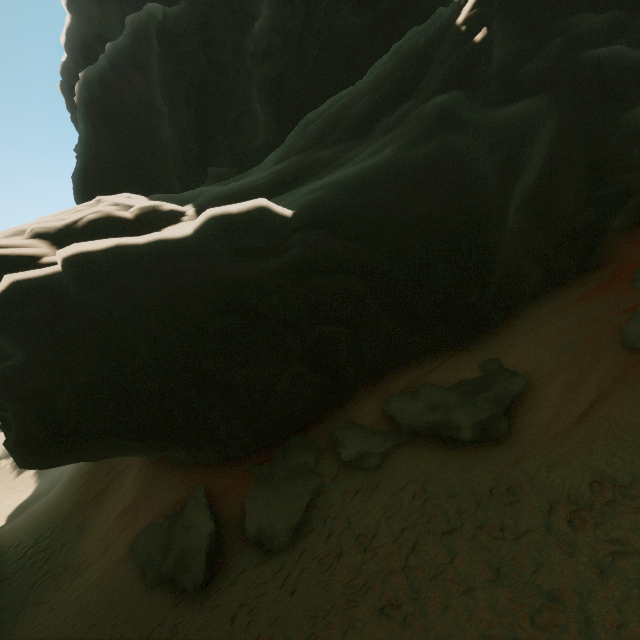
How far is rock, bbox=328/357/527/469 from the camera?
8.0m

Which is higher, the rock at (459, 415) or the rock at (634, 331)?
the rock at (634, 331)

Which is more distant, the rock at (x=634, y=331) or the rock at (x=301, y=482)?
the rock at (x=301, y=482)

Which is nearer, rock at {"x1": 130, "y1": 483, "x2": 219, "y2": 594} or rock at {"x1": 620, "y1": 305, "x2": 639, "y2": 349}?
rock at {"x1": 620, "y1": 305, "x2": 639, "y2": 349}

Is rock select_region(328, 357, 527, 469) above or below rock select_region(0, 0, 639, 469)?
below

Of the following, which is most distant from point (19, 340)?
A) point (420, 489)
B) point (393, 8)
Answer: point (393, 8)
